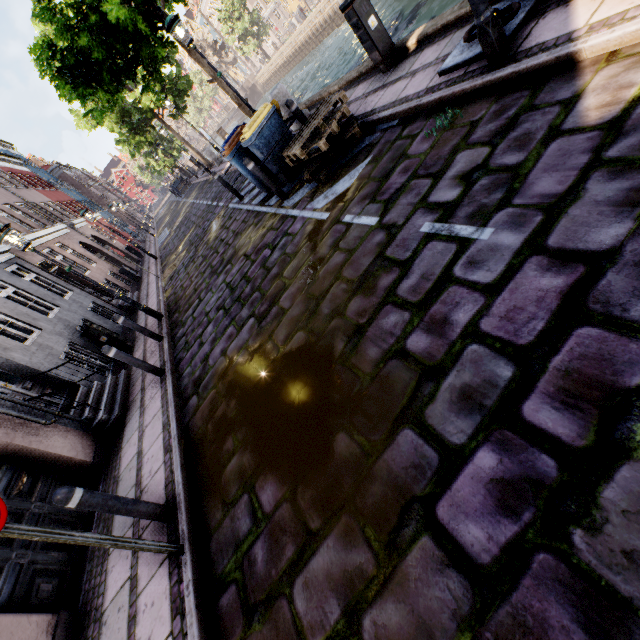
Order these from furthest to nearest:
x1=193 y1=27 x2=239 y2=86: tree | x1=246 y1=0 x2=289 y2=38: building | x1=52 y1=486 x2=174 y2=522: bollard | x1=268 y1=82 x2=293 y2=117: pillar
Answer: x1=246 y1=0 x2=289 y2=38: building, x1=193 y1=27 x2=239 y2=86: tree, x1=268 y1=82 x2=293 y2=117: pillar, x1=52 y1=486 x2=174 y2=522: bollard

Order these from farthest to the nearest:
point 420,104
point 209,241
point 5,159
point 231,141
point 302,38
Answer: point 302,38 < point 5,159 < point 209,241 < point 231,141 < point 420,104

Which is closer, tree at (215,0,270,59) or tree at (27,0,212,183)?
tree at (27,0,212,183)

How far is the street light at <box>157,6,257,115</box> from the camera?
7.35m

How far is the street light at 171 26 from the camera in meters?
7.3

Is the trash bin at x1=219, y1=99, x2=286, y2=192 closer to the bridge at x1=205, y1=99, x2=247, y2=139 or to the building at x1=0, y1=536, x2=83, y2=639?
the building at x1=0, y1=536, x2=83, y2=639

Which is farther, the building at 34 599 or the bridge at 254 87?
the bridge at 254 87

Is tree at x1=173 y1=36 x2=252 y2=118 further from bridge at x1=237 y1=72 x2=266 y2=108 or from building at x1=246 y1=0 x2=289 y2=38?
building at x1=246 y1=0 x2=289 y2=38
